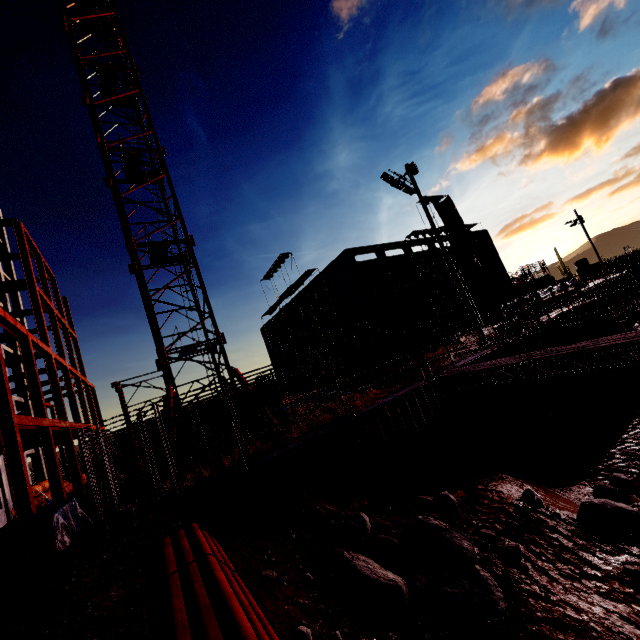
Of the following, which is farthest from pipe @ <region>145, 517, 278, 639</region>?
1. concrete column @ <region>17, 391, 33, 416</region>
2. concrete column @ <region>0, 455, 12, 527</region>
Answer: concrete column @ <region>17, 391, 33, 416</region>

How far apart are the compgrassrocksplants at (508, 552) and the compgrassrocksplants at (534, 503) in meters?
1.6

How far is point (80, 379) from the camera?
24.11m

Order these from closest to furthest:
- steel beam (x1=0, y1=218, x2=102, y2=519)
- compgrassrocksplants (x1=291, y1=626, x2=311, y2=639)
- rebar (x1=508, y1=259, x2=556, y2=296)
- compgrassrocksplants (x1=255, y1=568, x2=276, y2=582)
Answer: compgrassrocksplants (x1=291, y1=626, x2=311, y2=639) → compgrassrocksplants (x1=255, y1=568, x2=276, y2=582) → steel beam (x1=0, y1=218, x2=102, y2=519) → rebar (x1=508, y1=259, x2=556, y2=296)

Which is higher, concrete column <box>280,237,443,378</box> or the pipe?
concrete column <box>280,237,443,378</box>

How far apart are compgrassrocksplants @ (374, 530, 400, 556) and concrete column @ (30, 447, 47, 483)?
27.7 meters

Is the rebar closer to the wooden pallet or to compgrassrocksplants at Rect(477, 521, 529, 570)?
compgrassrocksplants at Rect(477, 521, 529, 570)

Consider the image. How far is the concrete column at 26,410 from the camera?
24.9m
